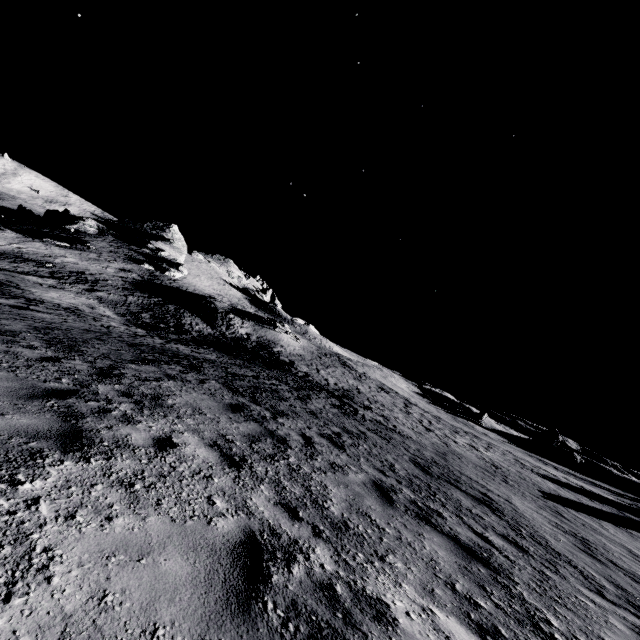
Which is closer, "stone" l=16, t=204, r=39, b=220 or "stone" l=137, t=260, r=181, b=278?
"stone" l=137, t=260, r=181, b=278

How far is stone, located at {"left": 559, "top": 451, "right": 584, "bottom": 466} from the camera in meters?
50.2 m

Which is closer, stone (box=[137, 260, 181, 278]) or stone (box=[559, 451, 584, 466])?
stone (box=[559, 451, 584, 466])

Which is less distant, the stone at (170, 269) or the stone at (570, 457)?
the stone at (570, 457)

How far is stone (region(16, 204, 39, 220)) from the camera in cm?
5822

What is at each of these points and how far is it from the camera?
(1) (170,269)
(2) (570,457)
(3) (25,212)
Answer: (1) stone, 56.1 meters
(2) stone, 50.6 meters
(3) stone, 58.2 meters

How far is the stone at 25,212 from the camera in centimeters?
5822cm
